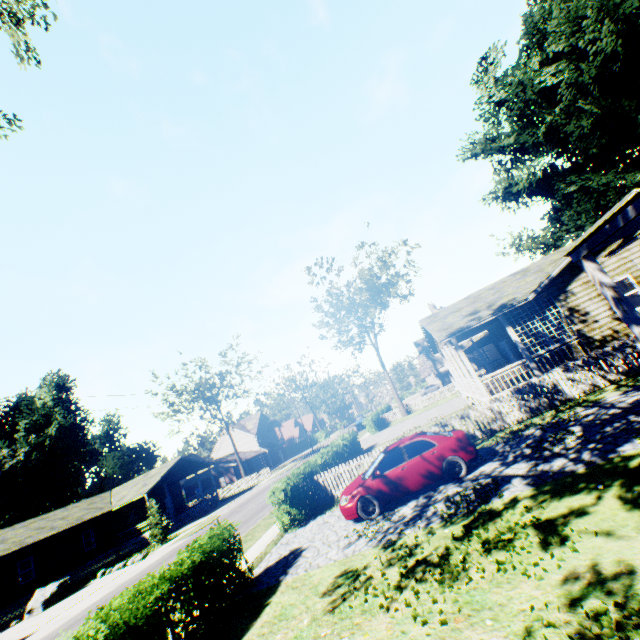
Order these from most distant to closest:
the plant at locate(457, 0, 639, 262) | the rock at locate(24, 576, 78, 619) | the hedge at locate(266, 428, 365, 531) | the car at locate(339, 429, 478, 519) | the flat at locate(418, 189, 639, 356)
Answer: the plant at locate(457, 0, 639, 262) → the rock at locate(24, 576, 78, 619) → the flat at locate(418, 189, 639, 356) → the hedge at locate(266, 428, 365, 531) → the car at locate(339, 429, 478, 519)

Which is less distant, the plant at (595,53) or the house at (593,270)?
the house at (593,270)

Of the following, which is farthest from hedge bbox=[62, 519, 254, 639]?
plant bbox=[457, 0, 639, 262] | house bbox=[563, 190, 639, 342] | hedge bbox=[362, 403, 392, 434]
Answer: plant bbox=[457, 0, 639, 262]

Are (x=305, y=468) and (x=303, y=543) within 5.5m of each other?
yes

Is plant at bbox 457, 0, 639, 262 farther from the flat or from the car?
the car

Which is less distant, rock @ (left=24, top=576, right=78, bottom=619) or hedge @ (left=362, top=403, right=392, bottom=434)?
rock @ (left=24, top=576, right=78, bottom=619)

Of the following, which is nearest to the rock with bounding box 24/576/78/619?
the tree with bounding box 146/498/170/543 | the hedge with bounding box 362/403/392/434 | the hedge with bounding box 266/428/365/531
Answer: the tree with bounding box 146/498/170/543

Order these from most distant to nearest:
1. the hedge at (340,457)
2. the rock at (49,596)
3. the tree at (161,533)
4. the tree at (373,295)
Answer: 1. the tree at (373,295)
2. the tree at (161,533)
3. the rock at (49,596)
4. the hedge at (340,457)
